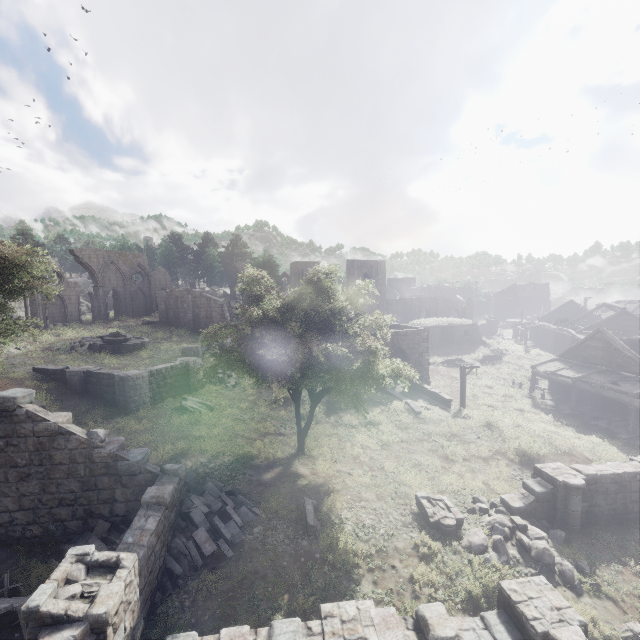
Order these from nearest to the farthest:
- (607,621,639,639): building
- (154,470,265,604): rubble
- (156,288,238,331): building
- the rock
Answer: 1. (607,621,639,639): building
2. (154,470,265,604): rubble
3. (156,288,238,331): building
4. the rock

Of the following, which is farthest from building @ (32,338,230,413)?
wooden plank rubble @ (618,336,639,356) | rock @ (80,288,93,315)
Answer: wooden plank rubble @ (618,336,639,356)

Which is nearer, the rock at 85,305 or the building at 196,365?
the building at 196,365

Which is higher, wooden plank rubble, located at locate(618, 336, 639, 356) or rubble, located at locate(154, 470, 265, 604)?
wooden plank rubble, located at locate(618, 336, 639, 356)

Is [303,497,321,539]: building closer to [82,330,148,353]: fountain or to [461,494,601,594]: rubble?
[461,494,601,594]: rubble

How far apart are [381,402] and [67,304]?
39.9m

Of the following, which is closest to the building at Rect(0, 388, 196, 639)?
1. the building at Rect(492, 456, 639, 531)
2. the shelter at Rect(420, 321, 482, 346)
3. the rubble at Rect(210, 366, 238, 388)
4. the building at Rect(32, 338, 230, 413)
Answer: the building at Rect(492, 456, 639, 531)

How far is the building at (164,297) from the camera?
41.97m
